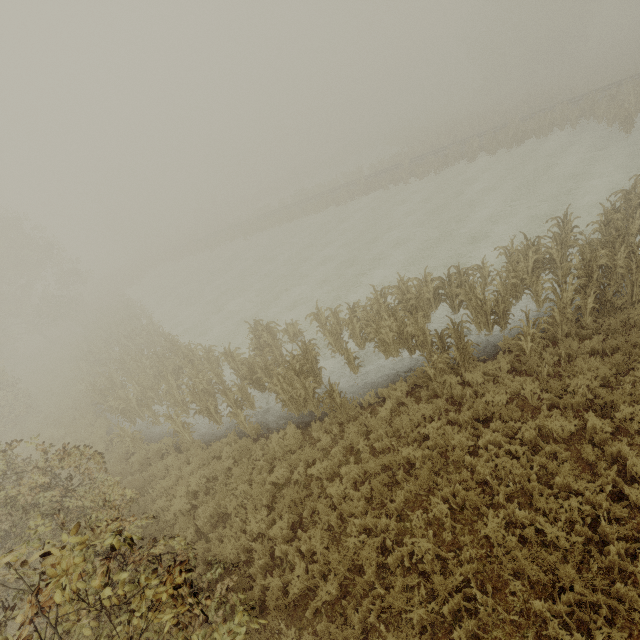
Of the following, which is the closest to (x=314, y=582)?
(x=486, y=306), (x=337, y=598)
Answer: (x=337, y=598)

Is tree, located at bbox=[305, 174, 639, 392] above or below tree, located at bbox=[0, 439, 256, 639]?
below

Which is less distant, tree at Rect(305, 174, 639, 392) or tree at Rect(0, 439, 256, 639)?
tree at Rect(0, 439, 256, 639)

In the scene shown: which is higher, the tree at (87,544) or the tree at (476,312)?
the tree at (87,544)

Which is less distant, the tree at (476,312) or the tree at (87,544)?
the tree at (87,544)
